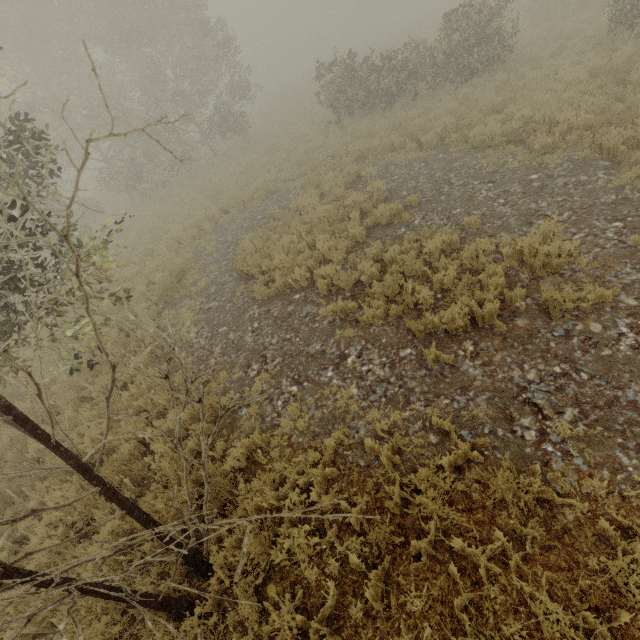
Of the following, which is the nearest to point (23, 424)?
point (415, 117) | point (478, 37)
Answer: point (415, 117)
